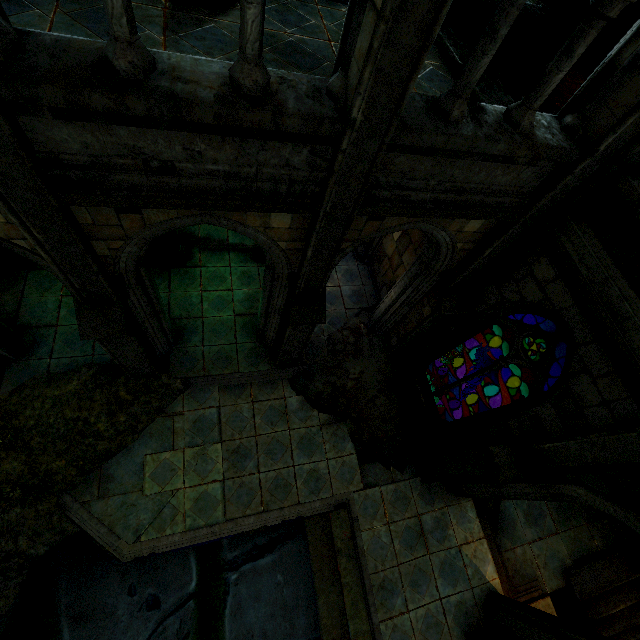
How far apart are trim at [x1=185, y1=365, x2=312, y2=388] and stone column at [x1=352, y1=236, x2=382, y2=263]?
3.9 meters

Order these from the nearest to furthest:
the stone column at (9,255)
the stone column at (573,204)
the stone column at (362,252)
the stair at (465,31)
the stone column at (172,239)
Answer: the stone column at (573,204) < the stair at (465,31) < the stone column at (9,255) < the stone column at (172,239) < the stone column at (362,252)

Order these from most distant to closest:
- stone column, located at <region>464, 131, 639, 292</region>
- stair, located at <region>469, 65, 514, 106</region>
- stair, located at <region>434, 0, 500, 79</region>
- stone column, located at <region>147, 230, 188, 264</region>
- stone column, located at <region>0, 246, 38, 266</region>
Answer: stone column, located at <region>147, 230, 188, 264</region>, stone column, located at <region>0, 246, 38, 266</region>, stair, located at <region>434, 0, 500, 79</region>, stair, located at <region>469, 65, 514, 106</region>, stone column, located at <region>464, 131, 639, 292</region>

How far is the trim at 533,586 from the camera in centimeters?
766cm

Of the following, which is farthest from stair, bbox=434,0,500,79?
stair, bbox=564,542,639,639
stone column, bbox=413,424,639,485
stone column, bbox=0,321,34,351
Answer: stair, bbox=564,542,639,639

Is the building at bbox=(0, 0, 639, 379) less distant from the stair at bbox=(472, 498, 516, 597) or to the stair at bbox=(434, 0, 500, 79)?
the stair at bbox=(434, 0, 500, 79)

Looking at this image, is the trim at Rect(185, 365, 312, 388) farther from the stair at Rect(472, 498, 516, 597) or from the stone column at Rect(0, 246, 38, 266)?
the stair at Rect(472, 498, 516, 597)

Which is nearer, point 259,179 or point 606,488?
point 259,179
